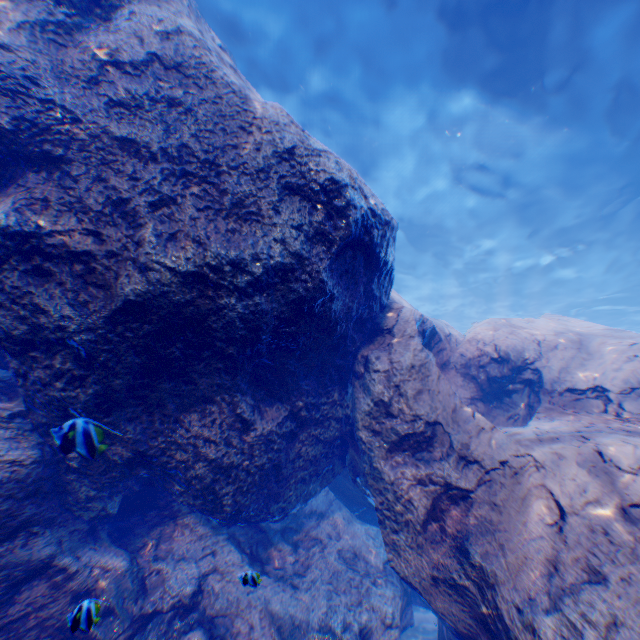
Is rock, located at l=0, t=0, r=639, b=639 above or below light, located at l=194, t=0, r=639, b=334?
below

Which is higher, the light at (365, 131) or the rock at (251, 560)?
the light at (365, 131)

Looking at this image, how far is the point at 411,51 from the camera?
8.1m

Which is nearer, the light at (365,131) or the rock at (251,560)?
the rock at (251,560)

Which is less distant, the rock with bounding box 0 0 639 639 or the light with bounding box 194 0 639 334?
the rock with bounding box 0 0 639 639
